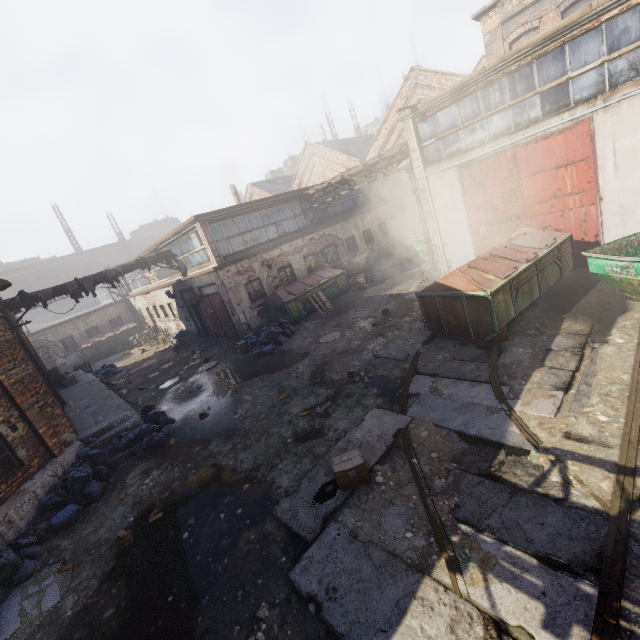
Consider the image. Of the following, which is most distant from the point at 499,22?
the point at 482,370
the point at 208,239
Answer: the point at 482,370

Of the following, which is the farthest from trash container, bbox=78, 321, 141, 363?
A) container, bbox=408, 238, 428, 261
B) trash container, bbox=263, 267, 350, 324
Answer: container, bbox=408, 238, 428, 261

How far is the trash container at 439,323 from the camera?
7.8m

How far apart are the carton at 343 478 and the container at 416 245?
14.0m

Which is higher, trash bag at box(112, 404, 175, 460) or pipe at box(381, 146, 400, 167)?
pipe at box(381, 146, 400, 167)

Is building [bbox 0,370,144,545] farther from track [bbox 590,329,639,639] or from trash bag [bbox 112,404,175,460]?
track [bbox 590,329,639,639]

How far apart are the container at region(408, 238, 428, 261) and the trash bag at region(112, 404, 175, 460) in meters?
14.5

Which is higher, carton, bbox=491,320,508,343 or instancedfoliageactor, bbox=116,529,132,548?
carton, bbox=491,320,508,343
